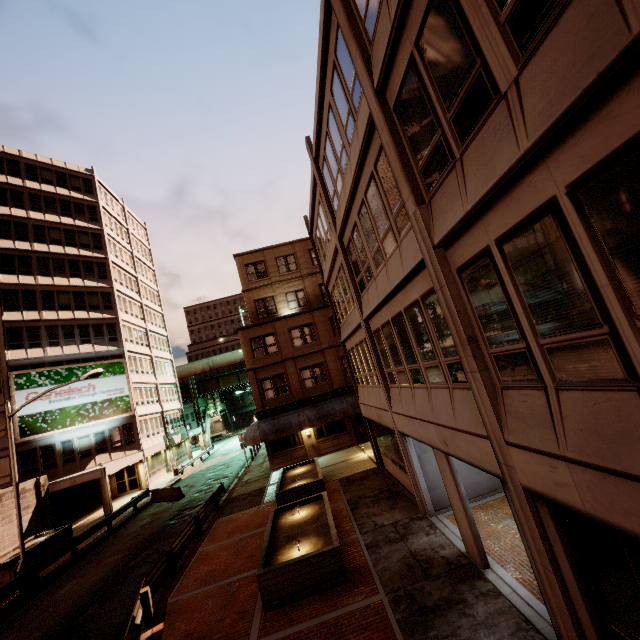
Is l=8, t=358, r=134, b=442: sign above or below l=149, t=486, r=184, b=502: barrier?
above

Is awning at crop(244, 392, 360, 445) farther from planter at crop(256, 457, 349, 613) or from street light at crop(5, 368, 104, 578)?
street light at crop(5, 368, 104, 578)

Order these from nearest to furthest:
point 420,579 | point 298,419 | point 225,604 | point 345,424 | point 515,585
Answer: point 515,585
point 420,579
point 225,604
point 298,419
point 345,424

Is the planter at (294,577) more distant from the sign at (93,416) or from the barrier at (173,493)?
the sign at (93,416)

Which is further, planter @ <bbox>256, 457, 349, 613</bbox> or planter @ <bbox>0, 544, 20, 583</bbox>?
planter @ <bbox>0, 544, 20, 583</bbox>

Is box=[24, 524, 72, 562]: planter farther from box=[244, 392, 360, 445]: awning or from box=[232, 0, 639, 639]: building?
box=[232, 0, 639, 639]: building

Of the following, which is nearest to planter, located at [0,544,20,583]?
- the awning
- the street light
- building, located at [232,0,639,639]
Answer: the street light

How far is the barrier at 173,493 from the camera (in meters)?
25.34
